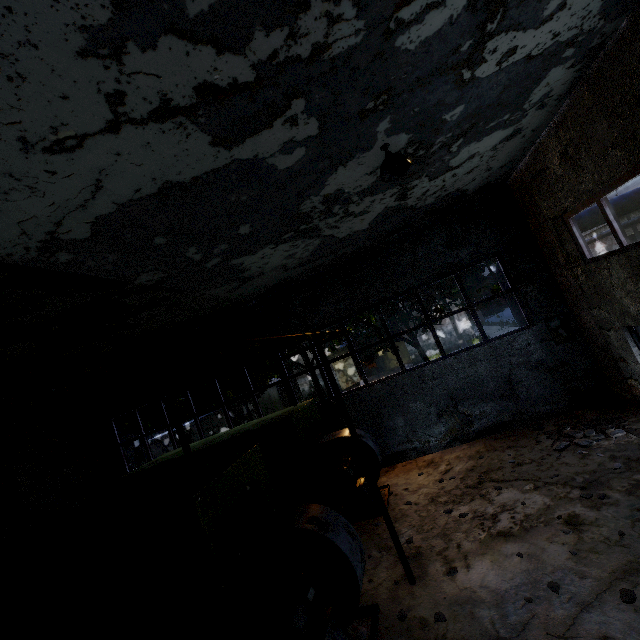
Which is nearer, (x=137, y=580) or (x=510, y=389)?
(x=137, y=580)

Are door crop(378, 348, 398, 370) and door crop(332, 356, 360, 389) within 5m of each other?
yes

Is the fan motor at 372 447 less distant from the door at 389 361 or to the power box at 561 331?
the power box at 561 331

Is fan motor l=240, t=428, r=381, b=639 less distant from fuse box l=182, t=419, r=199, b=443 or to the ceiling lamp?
the ceiling lamp

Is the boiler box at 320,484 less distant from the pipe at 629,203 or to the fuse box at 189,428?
the pipe at 629,203

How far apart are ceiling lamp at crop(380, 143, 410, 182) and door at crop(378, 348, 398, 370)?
27.8 meters

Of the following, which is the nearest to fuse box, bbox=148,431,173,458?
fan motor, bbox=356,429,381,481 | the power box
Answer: fan motor, bbox=356,429,381,481

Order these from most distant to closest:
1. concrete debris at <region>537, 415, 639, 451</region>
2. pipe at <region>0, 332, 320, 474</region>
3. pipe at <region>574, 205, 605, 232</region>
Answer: pipe at <region>574, 205, 605, 232</region>, concrete debris at <region>537, 415, 639, 451</region>, pipe at <region>0, 332, 320, 474</region>
